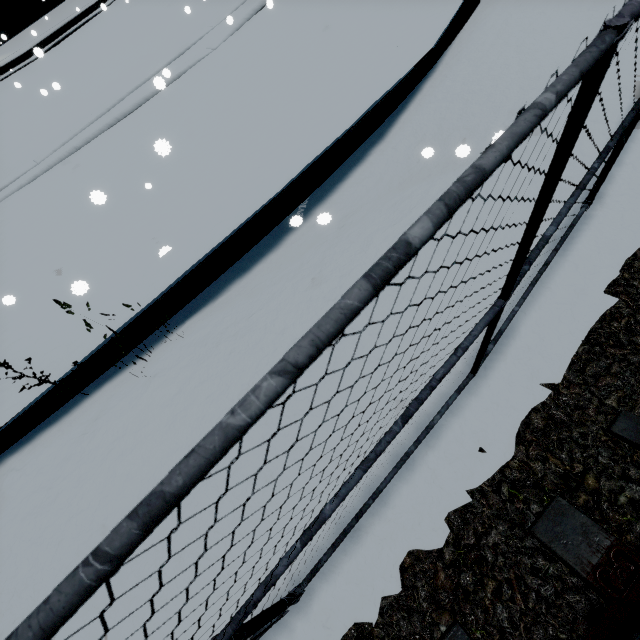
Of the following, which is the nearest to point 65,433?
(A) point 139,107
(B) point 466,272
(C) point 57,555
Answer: (C) point 57,555
